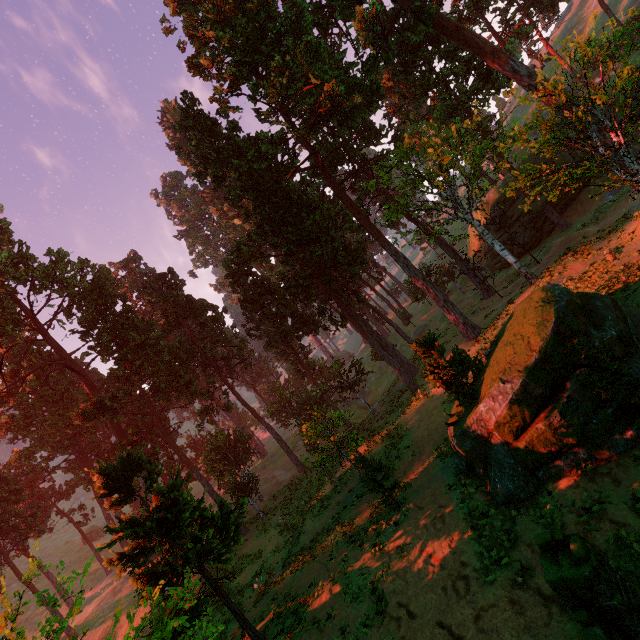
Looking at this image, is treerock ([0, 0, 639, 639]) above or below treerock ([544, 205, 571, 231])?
below

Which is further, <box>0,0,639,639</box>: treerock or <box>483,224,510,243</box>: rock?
<box>483,224,510,243</box>: rock

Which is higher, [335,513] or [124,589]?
[124,589]

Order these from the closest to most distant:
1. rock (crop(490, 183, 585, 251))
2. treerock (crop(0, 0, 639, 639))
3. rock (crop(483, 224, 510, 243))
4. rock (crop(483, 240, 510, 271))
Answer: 1. treerock (crop(0, 0, 639, 639))
2. rock (crop(490, 183, 585, 251))
3. rock (crop(483, 224, 510, 243))
4. rock (crop(483, 240, 510, 271))

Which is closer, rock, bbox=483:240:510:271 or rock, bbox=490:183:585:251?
rock, bbox=490:183:585:251

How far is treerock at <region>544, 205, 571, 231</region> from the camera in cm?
3366

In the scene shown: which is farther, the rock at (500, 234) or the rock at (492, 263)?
the rock at (492, 263)
